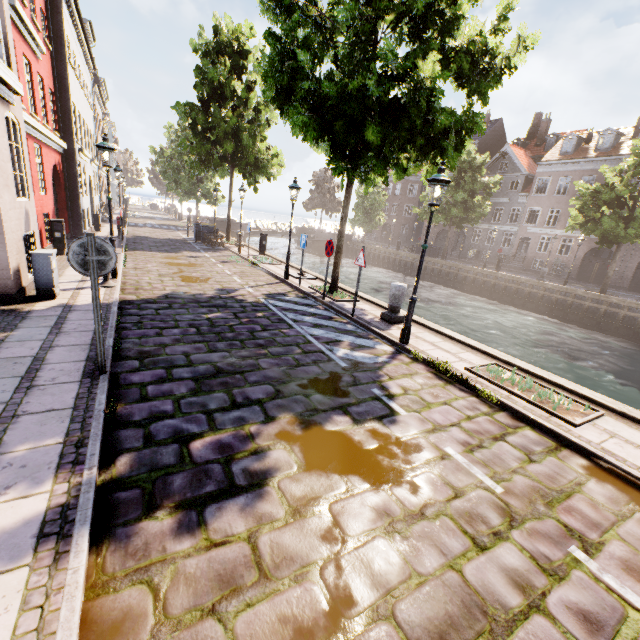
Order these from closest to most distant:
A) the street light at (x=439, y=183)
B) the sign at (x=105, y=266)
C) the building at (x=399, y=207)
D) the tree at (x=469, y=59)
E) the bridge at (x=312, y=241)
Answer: the sign at (x=105, y=266) < the street light at (x=439, y=183) < the tree at (x=469, y=59) < the bridge at (x=312, y=241) < the building at (x=399, y=207)

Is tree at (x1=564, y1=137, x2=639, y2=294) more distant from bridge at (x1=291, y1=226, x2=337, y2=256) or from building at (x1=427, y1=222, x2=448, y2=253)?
building at (x1=427, y1=222, x2=448, y2=253)

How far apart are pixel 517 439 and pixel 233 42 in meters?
25.3

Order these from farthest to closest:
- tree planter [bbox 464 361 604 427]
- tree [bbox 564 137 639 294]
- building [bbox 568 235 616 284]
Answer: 1. building [bbox 568 235 616 284]
2. tree [bbox 564 137 639 294]
3. tree planter [bbox 464 361 604 427]

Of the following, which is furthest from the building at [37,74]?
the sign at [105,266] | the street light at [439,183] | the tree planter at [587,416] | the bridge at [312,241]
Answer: the sign at [105,266]

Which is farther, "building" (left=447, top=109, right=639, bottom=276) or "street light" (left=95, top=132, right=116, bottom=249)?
"building" (left=447, top=109, right=639, bottom=276)

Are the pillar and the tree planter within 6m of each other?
yes

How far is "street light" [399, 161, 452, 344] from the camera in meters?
6.3
